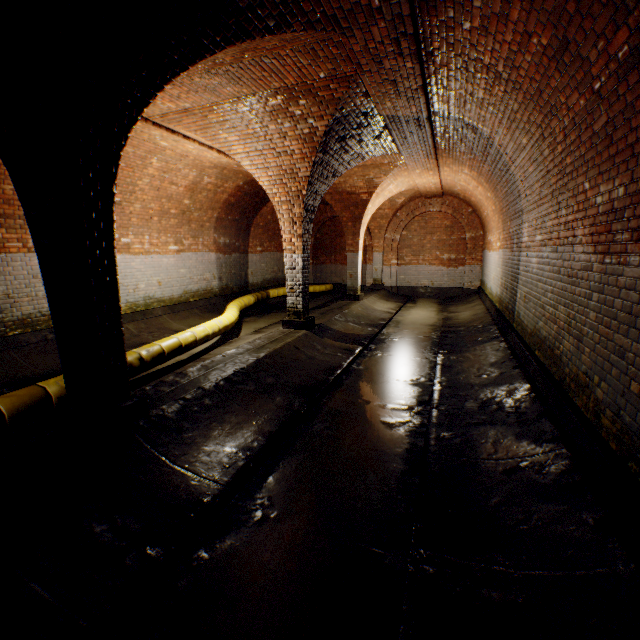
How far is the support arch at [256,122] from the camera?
5.4 meters

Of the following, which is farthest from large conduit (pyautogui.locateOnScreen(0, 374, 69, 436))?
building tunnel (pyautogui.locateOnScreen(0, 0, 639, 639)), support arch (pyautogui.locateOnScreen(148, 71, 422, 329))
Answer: support arch (pyautogui.locateOnScreen(148, 71, 422, 329))

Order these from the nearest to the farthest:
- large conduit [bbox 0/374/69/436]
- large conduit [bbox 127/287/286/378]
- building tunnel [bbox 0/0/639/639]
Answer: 1. building tunnel [bbox 0/0/639/639]
2. large conduit [bbox 0/374/69/436]
3. large conduit [bbox 127/287/286/378]

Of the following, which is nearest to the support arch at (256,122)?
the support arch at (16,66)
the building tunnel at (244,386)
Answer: the building tunnel at (244,386)

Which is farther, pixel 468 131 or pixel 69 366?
pixel 468 131

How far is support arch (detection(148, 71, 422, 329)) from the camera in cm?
538

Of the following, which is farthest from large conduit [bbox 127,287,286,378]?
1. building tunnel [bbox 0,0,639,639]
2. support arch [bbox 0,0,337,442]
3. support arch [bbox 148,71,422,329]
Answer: support arch [bbox 148,71,422,329]

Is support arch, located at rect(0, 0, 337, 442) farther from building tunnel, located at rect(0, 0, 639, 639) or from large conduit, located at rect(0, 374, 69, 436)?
large conduit, located at rect(0, 374, 69, 436)
